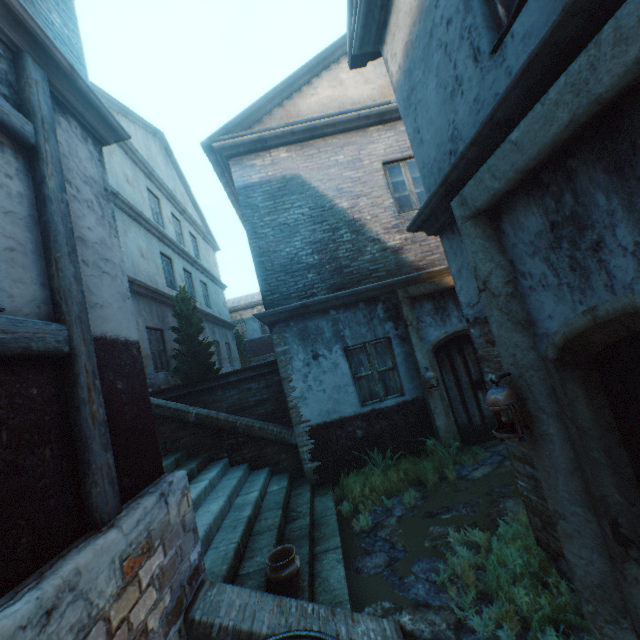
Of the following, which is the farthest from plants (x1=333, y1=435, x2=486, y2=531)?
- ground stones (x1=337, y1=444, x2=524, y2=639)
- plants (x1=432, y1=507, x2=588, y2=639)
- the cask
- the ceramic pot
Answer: the cask

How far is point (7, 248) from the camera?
2.1m

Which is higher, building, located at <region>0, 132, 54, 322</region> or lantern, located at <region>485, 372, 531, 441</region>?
building, located at <region>0, 132, 54, 322</region>

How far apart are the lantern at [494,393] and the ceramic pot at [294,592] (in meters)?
2.45

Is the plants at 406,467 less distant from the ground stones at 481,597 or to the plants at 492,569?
the ground stones at 481,597

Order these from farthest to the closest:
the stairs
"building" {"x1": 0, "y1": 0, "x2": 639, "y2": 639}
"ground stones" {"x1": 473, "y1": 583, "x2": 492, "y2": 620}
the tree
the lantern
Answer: the tree
the stairs
"ground stones" {"x1": 473, "y1": 583, "x2": 492, "y2": 620}
the lantern
"building" {"x1": 0, "y1": 0, "x2": 639, "y2": 639}

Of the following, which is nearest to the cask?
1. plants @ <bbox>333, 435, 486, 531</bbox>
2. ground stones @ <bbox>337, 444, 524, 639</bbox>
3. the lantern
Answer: ground stones @ <bbox>337, 444, 524, 639</bbox>

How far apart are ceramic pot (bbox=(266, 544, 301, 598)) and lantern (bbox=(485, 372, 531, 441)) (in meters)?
2.45
